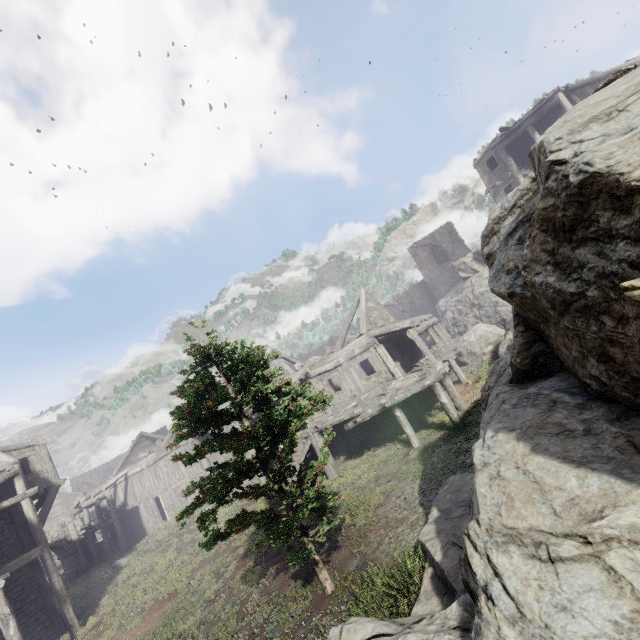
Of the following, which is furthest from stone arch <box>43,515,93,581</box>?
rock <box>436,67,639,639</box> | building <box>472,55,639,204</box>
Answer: rock <box>436,67,639,639</box>

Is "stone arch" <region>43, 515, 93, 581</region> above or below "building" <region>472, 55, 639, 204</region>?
below

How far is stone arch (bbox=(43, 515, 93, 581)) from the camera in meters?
27.8

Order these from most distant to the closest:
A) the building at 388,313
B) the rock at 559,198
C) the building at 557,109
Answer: the building at 557,109 < the building at 388,313 < the rock at 559,198

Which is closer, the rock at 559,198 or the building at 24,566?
the rock at 559,198

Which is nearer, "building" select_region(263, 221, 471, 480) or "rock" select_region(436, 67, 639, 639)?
"rock" select_region(436, 67, 639, 639)

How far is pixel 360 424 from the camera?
18.2m
